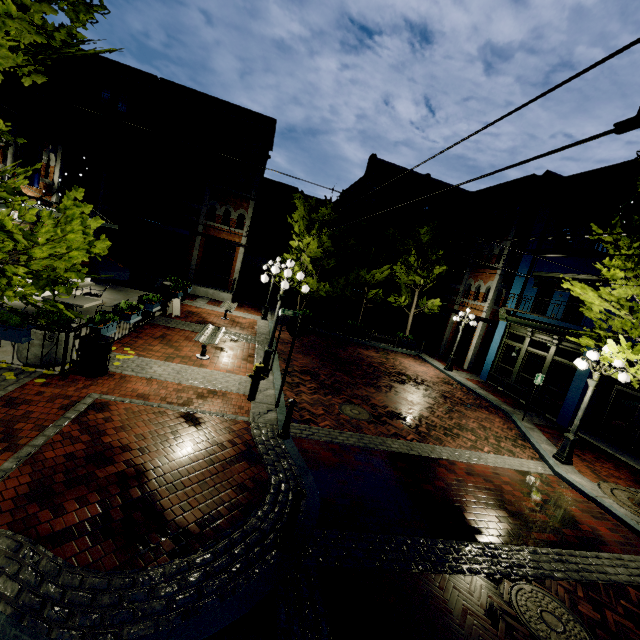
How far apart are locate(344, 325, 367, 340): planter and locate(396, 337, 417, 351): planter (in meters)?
2.27

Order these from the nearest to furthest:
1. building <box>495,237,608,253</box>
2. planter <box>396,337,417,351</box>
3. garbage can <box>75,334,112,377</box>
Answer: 1. garbage can <box>75,334,112,377</box>
2. building <box>495,237,608,253</box>
3. planter <box>396,337,417,351</box>

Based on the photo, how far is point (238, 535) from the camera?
4.4 meters

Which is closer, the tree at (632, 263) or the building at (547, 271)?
the tree at (632, 263)

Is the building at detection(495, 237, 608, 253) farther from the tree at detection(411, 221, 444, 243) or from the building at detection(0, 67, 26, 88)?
the building at detection(0, 67, 26, 88)

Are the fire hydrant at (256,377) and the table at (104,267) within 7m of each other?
yes

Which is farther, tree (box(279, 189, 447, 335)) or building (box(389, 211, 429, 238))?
building (box(389, 211, 429, 238))
